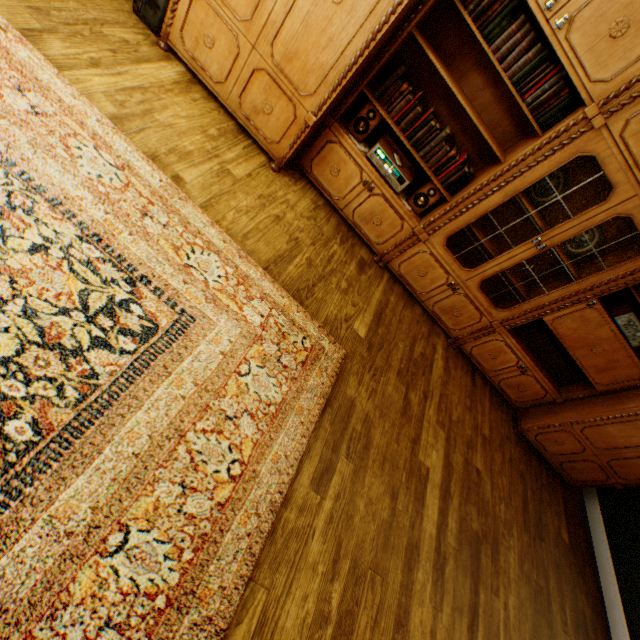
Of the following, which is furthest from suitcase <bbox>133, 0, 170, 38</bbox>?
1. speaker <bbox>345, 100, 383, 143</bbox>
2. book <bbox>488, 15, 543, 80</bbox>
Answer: book <bbox>488, 15, 543, 80</bbox>

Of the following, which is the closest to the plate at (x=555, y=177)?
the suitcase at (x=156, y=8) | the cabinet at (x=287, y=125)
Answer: the cabinet at (x=287, y=125)

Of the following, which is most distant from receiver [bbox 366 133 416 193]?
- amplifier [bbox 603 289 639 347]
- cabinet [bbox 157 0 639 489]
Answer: amplifier [bbox 603 289 639 347]

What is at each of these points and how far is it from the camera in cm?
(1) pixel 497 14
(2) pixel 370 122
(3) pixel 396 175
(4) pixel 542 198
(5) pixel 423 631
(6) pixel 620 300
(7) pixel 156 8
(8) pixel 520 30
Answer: (1) book row, 213
(2) speaker, 282
(3) receiver, 292
(4) plate, 288
(5) building, 209
(6) amplifier, 307
(7) suitcase, 254
(8) book, 215

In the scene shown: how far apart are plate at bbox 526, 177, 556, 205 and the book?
0.8m

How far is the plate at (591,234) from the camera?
2.90m

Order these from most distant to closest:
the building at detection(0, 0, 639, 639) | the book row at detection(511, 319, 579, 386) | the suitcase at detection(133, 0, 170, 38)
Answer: the book row at detection(511, 319, 579, 386) < the suitcase at detection(133, 0, 170, 38) < the building at detection(0, 0, 639, 639)

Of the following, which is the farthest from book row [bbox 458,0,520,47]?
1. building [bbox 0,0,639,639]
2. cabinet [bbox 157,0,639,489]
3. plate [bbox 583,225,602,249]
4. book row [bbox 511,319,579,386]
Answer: book row [bbox 511,319,579,386]
